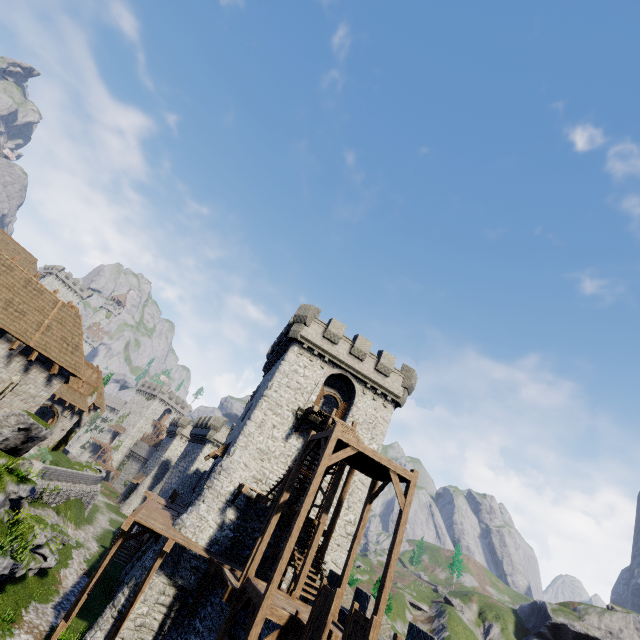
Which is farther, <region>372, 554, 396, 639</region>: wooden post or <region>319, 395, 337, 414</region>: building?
<region>319, 395, 337, 414</region>: building

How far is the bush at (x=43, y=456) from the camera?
27.1m

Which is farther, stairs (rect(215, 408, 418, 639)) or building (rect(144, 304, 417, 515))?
building (rect(144, 304, 417, 515))

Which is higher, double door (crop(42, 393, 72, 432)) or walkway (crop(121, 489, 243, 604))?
double door (crop(42, 393, 72, 432))

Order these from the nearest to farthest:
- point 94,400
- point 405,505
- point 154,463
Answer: point 405,505, point 94,400, point 154,463

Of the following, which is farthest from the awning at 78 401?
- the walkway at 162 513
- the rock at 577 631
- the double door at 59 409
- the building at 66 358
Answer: the rock at 577 631

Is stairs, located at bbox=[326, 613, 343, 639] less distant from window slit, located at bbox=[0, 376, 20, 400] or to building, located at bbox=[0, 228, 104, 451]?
building, located at bbox=[0, 228, 104, 451]

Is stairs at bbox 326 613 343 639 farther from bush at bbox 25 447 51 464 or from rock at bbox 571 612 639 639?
rock at bbox 571 612 639 639
